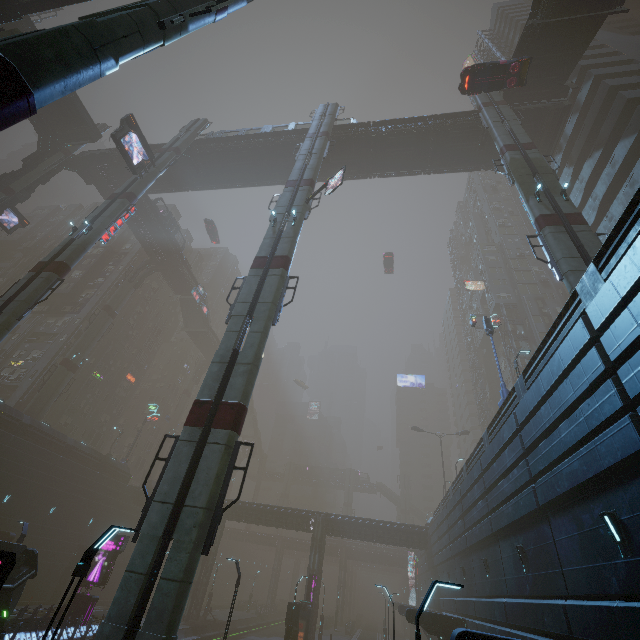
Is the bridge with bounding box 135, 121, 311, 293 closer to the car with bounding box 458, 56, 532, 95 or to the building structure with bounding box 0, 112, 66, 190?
the building structure with bounding box 0, 112, 66, 190

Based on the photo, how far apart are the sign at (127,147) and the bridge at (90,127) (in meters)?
13.00

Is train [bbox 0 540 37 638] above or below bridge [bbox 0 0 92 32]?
below

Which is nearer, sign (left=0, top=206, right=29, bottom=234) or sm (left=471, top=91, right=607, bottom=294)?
sm (left=471, top=91, right=607, bottom=294)

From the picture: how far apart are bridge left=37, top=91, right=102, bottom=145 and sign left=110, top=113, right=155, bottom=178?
13.00m

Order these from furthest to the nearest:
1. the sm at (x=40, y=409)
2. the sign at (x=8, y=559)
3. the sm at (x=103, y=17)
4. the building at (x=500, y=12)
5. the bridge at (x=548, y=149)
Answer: the building at (x=500, y=12) → the sm at (x=40, y=409) → the bridge at (x=548, y=149) → the sign at (x=8, y=559) → the sm at (x=103, y=17)

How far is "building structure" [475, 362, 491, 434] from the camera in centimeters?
5400cm

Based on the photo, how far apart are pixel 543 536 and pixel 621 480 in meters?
5.2
